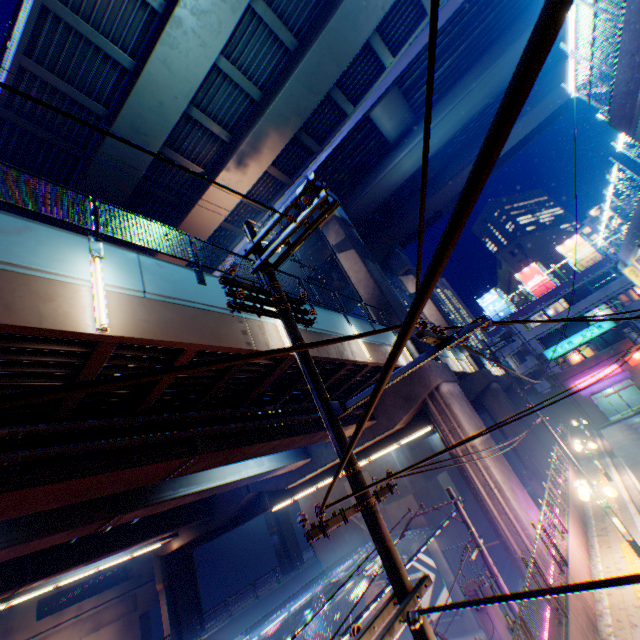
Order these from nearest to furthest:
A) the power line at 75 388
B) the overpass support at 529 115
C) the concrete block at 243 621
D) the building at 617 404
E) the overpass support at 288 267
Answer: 1. the power line at 75 388
2. the concrete block at 243 621
3. the overpass support at 529 115
4. the overpass support at 288 267
5. the building at 617 404

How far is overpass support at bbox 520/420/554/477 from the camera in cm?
2497

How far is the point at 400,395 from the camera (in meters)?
17.59

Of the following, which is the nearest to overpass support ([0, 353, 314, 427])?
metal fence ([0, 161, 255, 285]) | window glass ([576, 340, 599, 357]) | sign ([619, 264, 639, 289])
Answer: metal fence ([0, 161, 255, 285])

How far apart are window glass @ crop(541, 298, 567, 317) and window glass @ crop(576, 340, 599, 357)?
4.4m

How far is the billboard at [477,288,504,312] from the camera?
46.3m

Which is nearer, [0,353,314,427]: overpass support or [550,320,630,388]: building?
[0,353,314,427]: overpass support

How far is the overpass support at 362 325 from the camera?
14.9 meters
